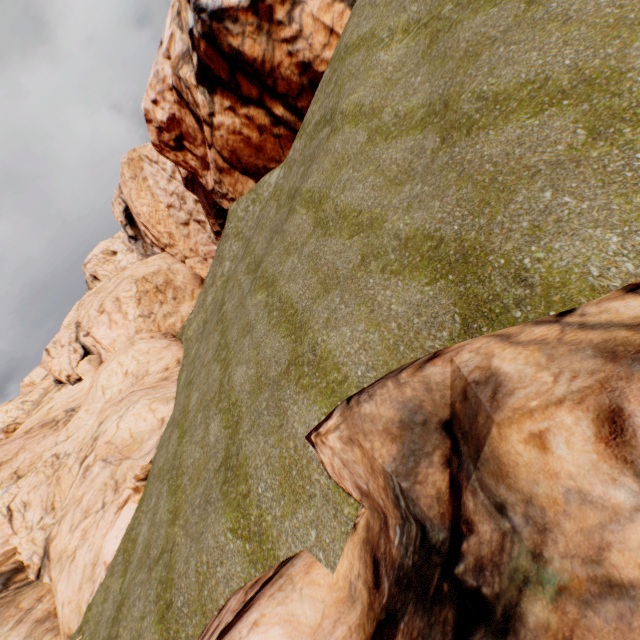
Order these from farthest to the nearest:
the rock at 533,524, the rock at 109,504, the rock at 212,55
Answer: the rock at 212,55, the rock at 109,504, the rock at 533,524

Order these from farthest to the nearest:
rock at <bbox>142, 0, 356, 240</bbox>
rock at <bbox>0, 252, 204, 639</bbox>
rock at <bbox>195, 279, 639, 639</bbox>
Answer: rock at <bbox>142, 0, 356, 240</bbox>, rock at <bbox>0, 252, 204, 639</bbox>, rock at <bbox>195, 279, 639, 639</bbox>

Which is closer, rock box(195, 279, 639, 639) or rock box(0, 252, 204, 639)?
rock box(195, 279, 639, 639)

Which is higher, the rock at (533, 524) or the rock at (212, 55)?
the rock at (212, 55)

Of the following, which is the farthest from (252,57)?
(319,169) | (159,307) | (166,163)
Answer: (166,163)

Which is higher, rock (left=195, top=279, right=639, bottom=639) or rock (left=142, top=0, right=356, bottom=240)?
rock (left=142, top=0, right=356, bottom=240)
